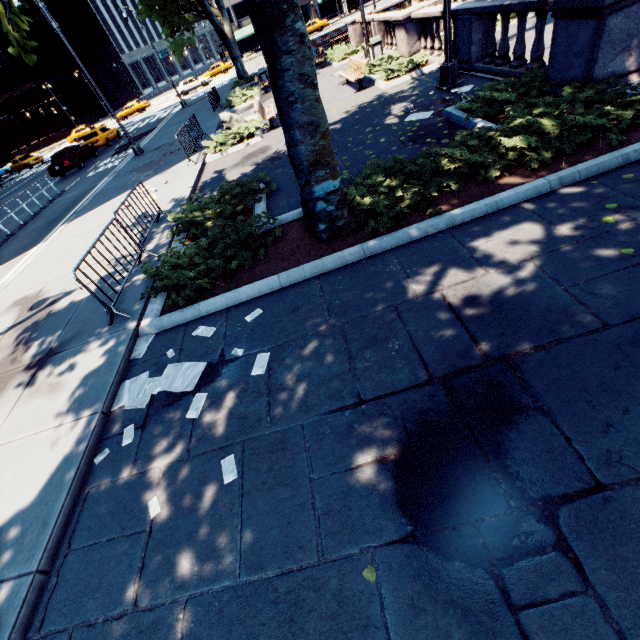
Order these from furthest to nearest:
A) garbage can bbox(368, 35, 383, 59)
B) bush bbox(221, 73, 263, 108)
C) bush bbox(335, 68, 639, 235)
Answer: bush bbox(221, 73, 263, 108)
garbage can bbox(368, 35, 383, 59)
bush bbox(335, 68, 639, 235)

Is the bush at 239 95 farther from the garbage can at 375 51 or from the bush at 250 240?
the bush at 250 240

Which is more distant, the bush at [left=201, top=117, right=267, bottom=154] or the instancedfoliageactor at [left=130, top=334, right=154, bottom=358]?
the bush at [left=201, top=117, right=267, bottom=154]

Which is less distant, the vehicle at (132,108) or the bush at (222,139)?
the bush at (222,139)

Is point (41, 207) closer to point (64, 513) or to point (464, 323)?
point (64, 513)

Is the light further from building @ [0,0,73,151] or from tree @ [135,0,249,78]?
building @ [0,0,73,151]

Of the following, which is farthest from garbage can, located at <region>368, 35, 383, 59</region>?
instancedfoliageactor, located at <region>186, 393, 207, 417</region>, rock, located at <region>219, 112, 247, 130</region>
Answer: instancedfoliageactor, located at <region>186, 393, 207, 417</region>

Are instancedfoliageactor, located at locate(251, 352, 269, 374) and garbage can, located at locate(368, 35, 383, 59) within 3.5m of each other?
no
